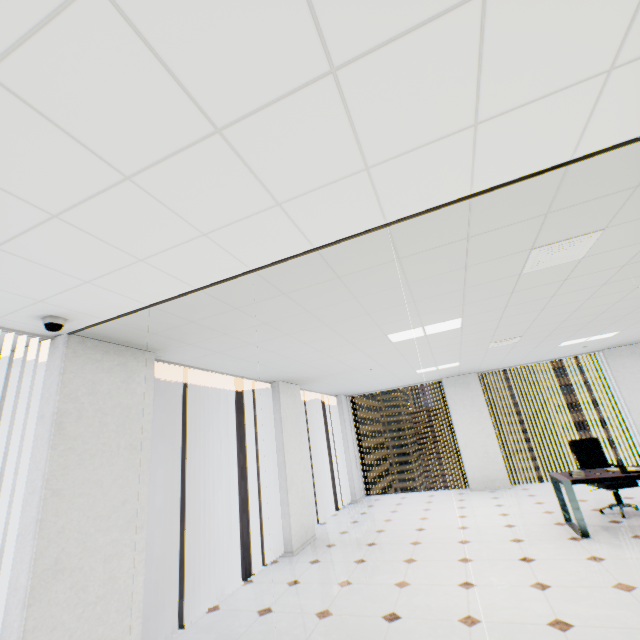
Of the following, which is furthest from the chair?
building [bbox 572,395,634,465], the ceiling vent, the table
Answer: building [bbox 572,395,634,465]

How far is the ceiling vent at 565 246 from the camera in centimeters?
254cm

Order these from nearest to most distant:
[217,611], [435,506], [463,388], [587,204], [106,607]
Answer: [587,204] < [106,607] < [217,611] < [435,506] < [463,388]

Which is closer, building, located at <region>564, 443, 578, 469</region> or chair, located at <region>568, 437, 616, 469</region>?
chair, located at <region>568, 437, 616, 469</region>

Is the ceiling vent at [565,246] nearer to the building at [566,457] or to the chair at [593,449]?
the chair at [593,449]

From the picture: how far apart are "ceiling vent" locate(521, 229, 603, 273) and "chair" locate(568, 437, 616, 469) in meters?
4.7 m

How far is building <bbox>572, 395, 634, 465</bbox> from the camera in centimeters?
5678cm
